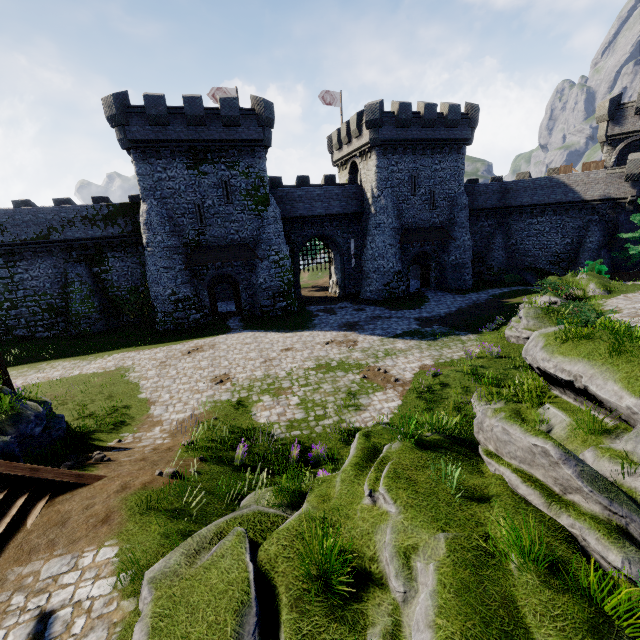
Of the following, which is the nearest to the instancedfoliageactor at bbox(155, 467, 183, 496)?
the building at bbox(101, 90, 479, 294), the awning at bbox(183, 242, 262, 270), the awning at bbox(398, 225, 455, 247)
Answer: the awning at bbox(183, 242, 262, 270)

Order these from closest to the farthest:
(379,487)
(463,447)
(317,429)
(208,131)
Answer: (379,487) < (463,447) < (317,429) < (208,131)

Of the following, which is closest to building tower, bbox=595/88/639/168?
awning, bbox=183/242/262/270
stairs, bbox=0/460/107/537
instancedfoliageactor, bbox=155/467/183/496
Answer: awning, bbox=183/242/262/270

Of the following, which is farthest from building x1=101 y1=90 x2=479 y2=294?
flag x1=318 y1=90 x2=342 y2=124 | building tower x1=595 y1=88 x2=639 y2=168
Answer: building tower x1=595 y1=88 x2=639 y2=168

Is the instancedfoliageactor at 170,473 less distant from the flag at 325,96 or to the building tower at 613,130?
the flag at 325,96

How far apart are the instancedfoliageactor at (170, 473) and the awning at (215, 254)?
20.0m

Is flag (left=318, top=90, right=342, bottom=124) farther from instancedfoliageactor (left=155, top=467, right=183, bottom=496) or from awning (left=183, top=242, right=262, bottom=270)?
instancedfoliageactor (left=155, top=467, right=183, bottom=496)

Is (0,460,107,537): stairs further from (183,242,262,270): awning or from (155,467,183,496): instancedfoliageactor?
(183,242,262,270): awning
